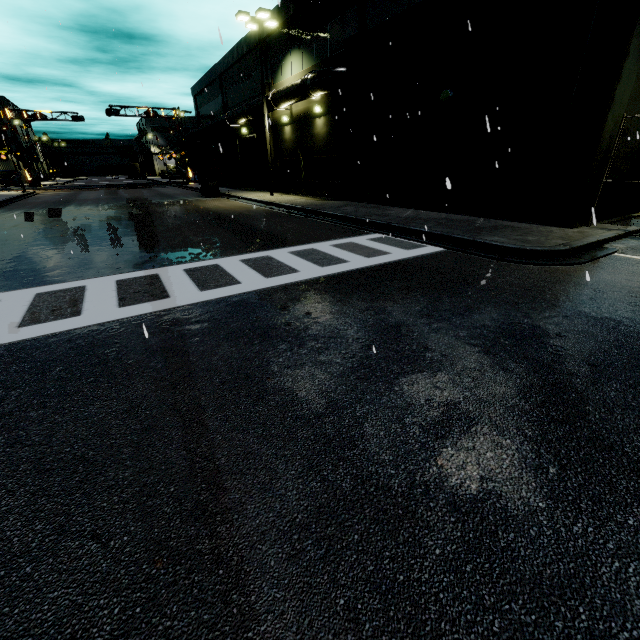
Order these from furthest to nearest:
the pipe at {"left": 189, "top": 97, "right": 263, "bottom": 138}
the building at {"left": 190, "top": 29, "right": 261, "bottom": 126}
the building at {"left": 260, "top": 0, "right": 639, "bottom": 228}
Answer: the building at {"left": 190, "top": 29, "right": 261, "bottom": 126} < the pipe at {"left": 189, "top": 97, "right": 263, "bottom": 138} < the building at {"left": 260, "top": 0, "right": 639, "bottom": 228}

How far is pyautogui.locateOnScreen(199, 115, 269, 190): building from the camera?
27.2m

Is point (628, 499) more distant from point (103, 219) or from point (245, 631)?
point (103, 219)

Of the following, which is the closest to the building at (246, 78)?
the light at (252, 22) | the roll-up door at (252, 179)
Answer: the roll-up door at (252, 179)

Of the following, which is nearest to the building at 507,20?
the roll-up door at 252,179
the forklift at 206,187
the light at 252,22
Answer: the roll-up door at 252,179

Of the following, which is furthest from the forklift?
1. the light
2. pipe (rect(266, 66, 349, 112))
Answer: the light

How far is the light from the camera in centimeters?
1817cm

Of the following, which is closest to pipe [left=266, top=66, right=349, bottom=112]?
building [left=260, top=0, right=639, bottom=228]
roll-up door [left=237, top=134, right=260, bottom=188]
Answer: building [left=260, top=0, right=639, bottom=228]
